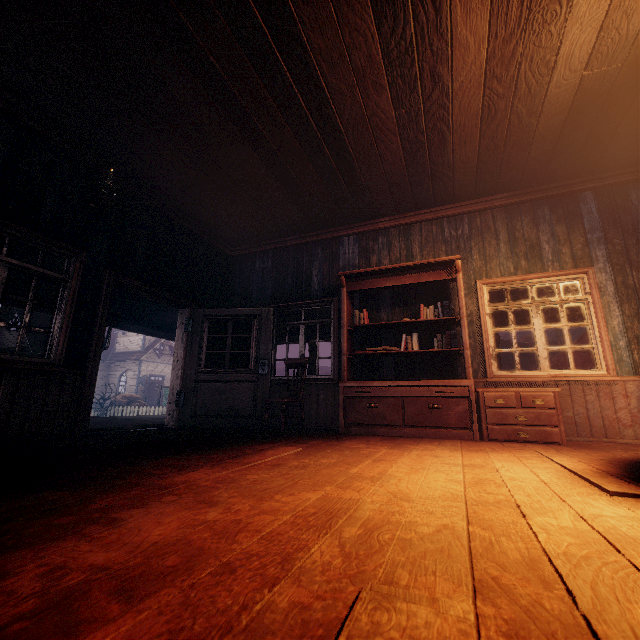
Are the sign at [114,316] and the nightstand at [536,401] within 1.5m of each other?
no

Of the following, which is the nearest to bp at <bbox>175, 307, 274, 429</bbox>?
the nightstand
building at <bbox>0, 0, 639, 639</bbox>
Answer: building at <bbox>0, 0, 639, 639</bbox>

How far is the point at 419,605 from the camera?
0.74m

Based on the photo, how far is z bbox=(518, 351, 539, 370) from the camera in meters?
34.5

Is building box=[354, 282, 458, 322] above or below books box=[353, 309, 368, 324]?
above

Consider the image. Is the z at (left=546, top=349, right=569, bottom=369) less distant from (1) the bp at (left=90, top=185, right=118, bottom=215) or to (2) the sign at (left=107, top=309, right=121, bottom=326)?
(2) the sign at (left=107, top=309, right=121, bottom=326)

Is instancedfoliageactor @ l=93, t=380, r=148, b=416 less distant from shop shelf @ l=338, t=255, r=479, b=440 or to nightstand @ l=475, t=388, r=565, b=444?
shop shelf @ l=338, t=255, r=479, b=440

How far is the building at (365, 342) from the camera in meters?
5.4
